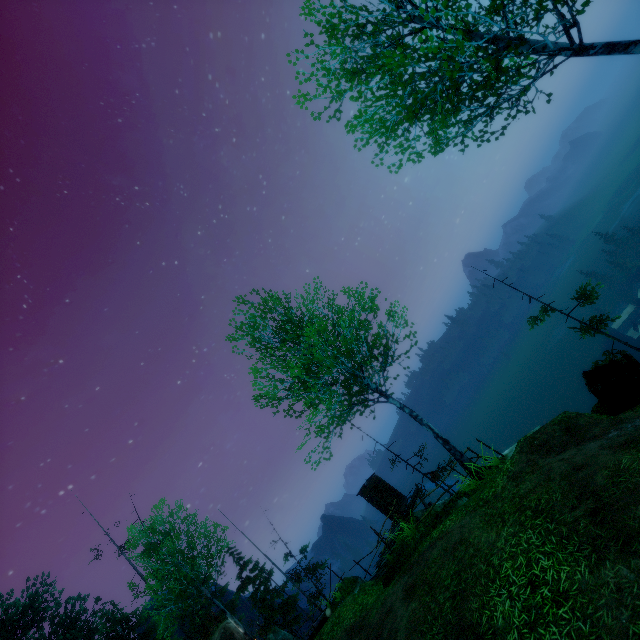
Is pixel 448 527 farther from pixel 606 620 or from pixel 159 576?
pixel 159 576

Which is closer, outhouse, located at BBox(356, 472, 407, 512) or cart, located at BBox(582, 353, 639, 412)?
cart, located at BBox(582, 353, 639, 412)

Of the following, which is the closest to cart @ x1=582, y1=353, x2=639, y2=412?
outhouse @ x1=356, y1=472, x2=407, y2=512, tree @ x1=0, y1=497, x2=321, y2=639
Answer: outhouse @ x1=356, y1=472, x2=407, y2=512

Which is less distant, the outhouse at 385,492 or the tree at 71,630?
the outhouse at 385,492

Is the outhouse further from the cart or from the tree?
the tree

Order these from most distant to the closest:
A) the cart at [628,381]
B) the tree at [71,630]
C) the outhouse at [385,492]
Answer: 1. the tree at [71,630]
2. the outhouse at [385,492]
3. the cart at [628,381]
